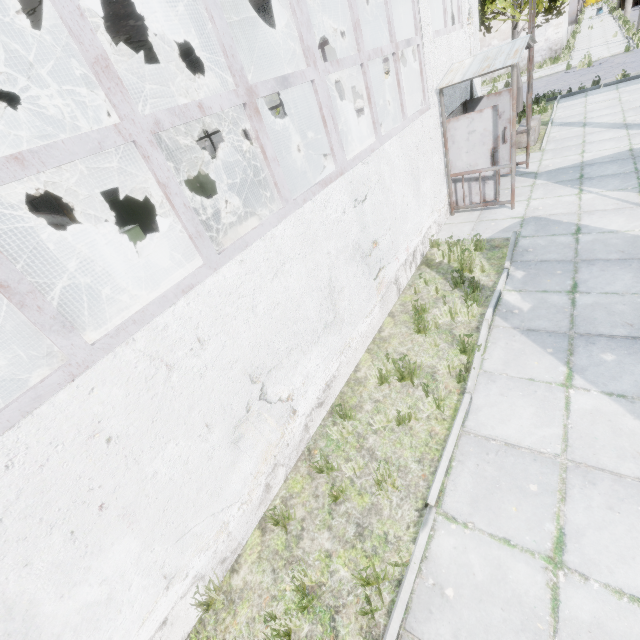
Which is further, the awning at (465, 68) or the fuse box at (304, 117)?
the fuse box at (304, 117)

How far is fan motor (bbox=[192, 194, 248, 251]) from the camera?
11.00m

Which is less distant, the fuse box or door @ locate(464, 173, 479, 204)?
door @ locate(464, 173, 479, 204)

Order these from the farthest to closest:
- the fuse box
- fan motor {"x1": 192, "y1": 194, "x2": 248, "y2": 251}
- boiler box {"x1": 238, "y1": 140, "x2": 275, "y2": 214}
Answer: the fuse box → boiler box {"x1": 238, "y1": 140, "x2": 275, "y2": 214} → fan motor {"x1": 192, "y1": 194, "x2": 248, "y2": 251}

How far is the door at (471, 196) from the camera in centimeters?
829cm

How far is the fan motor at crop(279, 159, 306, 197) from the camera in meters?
13.3 m

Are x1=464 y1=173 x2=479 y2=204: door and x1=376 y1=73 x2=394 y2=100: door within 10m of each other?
no

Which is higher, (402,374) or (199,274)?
(199,274)
